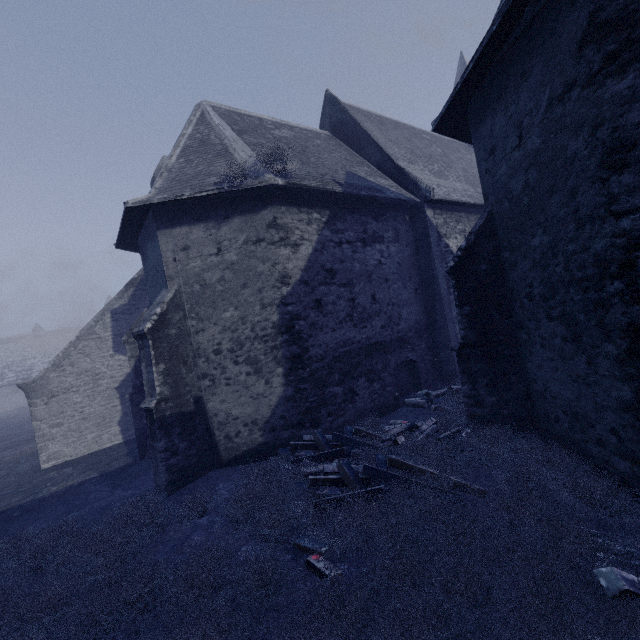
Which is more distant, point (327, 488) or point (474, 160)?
point (474, 160)
